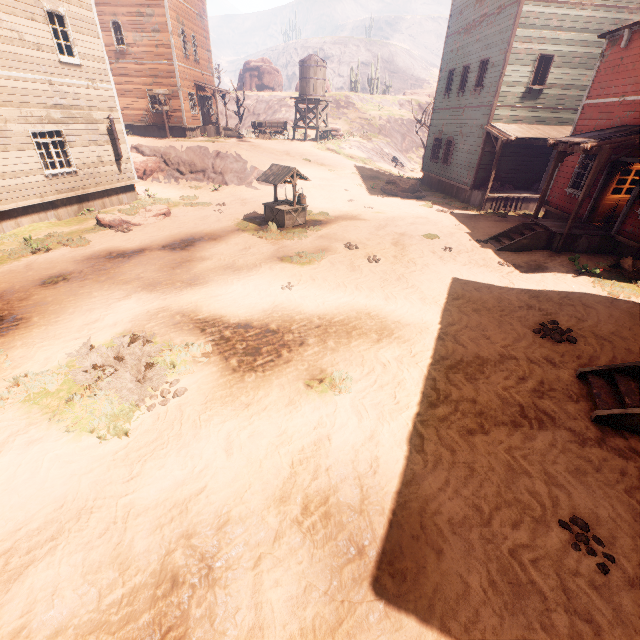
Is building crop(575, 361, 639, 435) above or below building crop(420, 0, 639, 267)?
below

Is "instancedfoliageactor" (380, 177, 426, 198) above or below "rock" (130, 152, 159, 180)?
below

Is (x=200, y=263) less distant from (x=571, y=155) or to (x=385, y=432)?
(x=385, y=432)

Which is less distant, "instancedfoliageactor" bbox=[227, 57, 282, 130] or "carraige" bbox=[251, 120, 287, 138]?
"carraige" bbox=[251, 120, 287, 138]

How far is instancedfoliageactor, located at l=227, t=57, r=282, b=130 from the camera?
33.47m

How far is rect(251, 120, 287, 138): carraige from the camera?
30.5m

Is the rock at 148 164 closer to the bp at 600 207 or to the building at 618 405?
the building at 618 405

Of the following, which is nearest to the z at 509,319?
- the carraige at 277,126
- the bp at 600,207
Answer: the bp at 600,207
